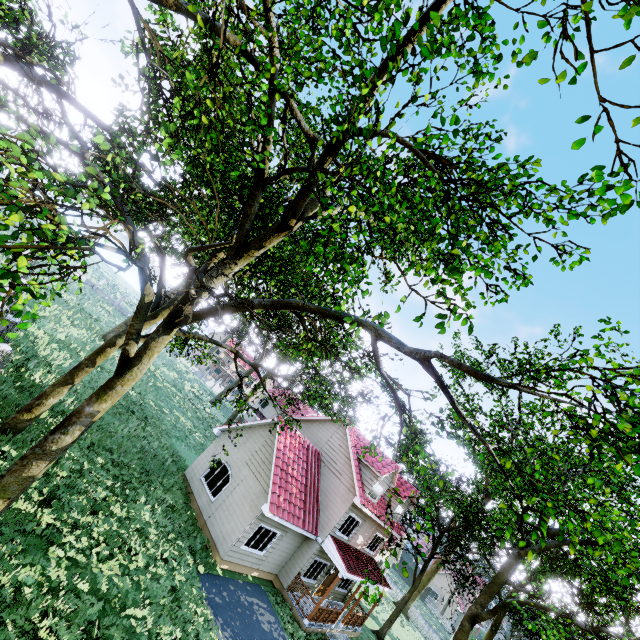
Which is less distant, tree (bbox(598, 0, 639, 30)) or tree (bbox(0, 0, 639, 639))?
tree (bbox(598, 0, 639, 30))

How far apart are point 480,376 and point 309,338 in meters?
5.0

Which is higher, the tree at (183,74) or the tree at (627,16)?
the tree at (627,16)

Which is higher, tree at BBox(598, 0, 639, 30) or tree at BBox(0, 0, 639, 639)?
tree at BBox(598, 0, 639, 30)

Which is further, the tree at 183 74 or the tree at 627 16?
the tree at 183 74
